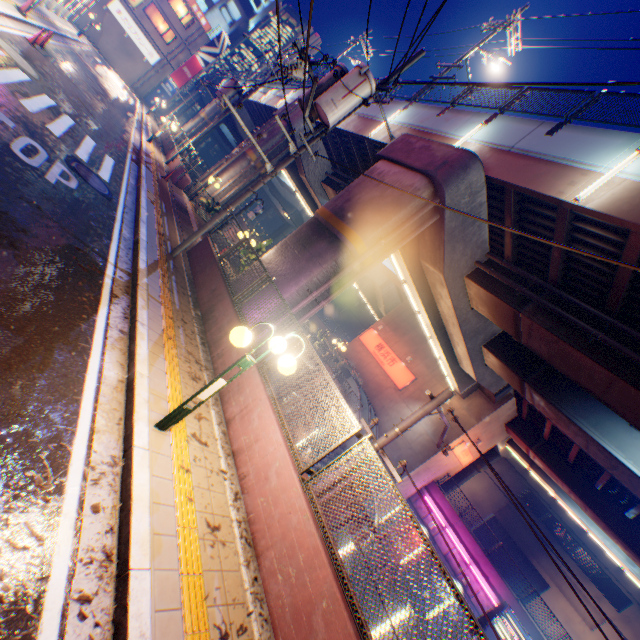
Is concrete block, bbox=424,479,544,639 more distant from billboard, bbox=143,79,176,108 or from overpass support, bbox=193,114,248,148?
billboard, bbox=143,79,176,108

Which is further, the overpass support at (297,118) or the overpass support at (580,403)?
the overpass support at (297,118)

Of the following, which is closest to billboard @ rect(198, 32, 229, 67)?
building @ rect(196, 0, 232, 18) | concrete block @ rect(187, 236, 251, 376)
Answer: building @ rect(196, 0, 232, 18)

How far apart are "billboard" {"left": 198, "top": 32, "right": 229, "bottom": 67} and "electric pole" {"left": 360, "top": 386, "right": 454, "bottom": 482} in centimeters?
5328cm

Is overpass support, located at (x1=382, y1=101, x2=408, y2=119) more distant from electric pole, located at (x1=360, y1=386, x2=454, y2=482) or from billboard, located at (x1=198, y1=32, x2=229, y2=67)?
electric pole, located at (x1=360, y1=386, x2=454, y2=482)

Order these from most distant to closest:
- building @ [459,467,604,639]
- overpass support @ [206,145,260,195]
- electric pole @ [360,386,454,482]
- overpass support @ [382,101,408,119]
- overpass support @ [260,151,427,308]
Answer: building @ [459,467,604,639] → overpass support @ [206,145,260,195] → overpass support @ [382,101,408,119] → overpass support @ [260,151,427,308] → electric pole @ [360,386,454,482]

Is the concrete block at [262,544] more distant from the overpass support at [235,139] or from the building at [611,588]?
the building at [611,588]

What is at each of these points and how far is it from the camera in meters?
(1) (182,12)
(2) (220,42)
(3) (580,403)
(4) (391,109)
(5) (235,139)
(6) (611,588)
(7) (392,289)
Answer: (1) window glass, 39.2 m
(2) billboard, 42.5 m
(3) overpass support, 12.9 m
(4) overpass support, 15.7 m
(5) overpass support, 39.9 m
(6) building, 31.3 m
(7) overpass support, 31.6 m
